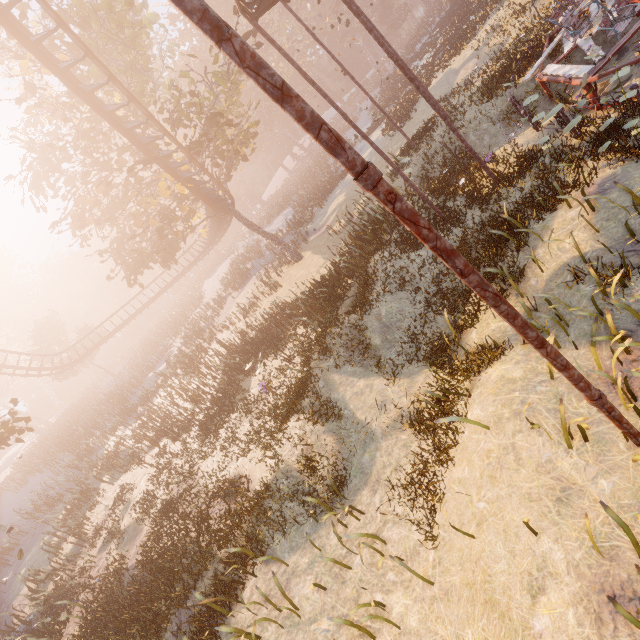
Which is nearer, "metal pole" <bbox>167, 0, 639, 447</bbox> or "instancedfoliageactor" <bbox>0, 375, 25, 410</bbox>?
"metal pole" <bbox>167, 0, 639, 447</bbox>

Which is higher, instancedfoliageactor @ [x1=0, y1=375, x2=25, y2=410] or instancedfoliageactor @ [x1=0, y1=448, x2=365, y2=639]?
instancedfoliageactor @ [x1=0, y1=375, x2=25, y2=410]

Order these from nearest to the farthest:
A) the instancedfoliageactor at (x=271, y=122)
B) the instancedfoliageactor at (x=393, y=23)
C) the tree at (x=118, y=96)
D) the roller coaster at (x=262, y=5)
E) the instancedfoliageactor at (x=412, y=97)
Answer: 1. the roller coaster at (x=262, y=5)
2. the tree at (x=118, y=96)
3. the instancedfoliageactor at (x=393, y=23)
4. the instancedfoliageactor at (x=412, y=97)
5. the instancedfoliageactor at (x=271, y=122)

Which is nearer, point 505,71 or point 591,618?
point 591,618

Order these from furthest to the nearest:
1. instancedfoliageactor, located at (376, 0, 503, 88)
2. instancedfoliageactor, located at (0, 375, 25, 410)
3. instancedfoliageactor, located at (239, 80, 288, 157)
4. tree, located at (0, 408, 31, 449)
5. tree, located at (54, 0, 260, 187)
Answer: instancedfoliageactor, located at (239, 80, 288, 157) < instancedfoliageactor, located at (0, 375, 25, 410) < instancedfoliageactor, located at (376, 0, 503, 88) < tree, located at (54, 0, 260, 187) < tree, located at (0, 408, 31, 449)

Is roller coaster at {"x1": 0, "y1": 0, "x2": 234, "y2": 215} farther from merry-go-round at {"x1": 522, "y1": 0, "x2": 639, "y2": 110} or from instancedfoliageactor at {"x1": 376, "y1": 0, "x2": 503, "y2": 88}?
instancedfoliageactor at {"x1": 376, "y1": 0, "x2": 503, "y2": 88}

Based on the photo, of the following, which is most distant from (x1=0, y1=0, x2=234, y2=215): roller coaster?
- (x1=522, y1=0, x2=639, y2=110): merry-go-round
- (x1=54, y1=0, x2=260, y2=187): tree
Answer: (x1=522, y1=0, x2=639, y2=110): merry-go-round

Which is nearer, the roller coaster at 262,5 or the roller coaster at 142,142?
the roller coaster at 262,5
